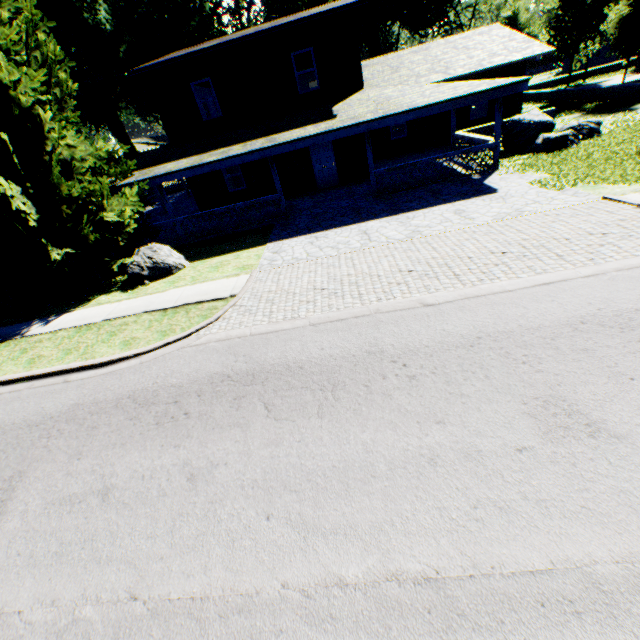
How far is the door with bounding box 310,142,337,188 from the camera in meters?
16.9

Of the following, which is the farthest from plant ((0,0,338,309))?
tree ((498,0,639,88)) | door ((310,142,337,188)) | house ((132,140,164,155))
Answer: door ((310,142,337,188))

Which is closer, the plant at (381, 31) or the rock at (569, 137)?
the rock at (569, 137)

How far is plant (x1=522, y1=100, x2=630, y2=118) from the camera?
18.4 meters

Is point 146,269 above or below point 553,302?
above

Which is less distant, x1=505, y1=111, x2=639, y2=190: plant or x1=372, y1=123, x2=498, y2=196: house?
x1=505, y1=111, x2=639, y2=190: plant

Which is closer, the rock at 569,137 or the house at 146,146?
the rock at 569,137

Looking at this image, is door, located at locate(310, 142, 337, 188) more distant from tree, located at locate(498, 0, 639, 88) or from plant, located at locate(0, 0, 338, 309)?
tree, located at locate(498, 0, 639, 88)
